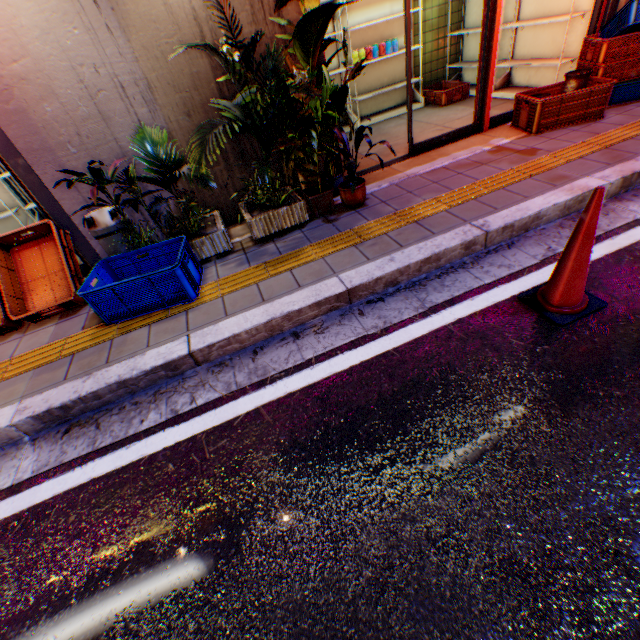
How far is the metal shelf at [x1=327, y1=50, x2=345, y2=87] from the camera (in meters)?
5.94

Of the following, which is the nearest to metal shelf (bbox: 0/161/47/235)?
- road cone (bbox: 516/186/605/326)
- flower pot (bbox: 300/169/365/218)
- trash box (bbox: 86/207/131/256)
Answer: trash box (bbox: 86/207/131/256)

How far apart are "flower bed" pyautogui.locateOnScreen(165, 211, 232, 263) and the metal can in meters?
4.4

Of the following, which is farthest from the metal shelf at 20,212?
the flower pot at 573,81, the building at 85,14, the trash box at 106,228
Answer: the flower pot at 573,81

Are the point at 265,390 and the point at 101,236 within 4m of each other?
A: yes

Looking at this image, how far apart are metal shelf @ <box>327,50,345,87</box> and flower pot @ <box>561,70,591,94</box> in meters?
2.8

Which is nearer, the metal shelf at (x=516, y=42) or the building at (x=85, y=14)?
the building at (x=85, y=14)

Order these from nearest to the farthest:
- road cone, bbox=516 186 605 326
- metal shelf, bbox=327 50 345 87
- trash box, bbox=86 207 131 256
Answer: road cone, bbox=516 186 605 326 < trash box, bbox=86 207 131 256 < metal shelf, bbox=327 50 345 87
